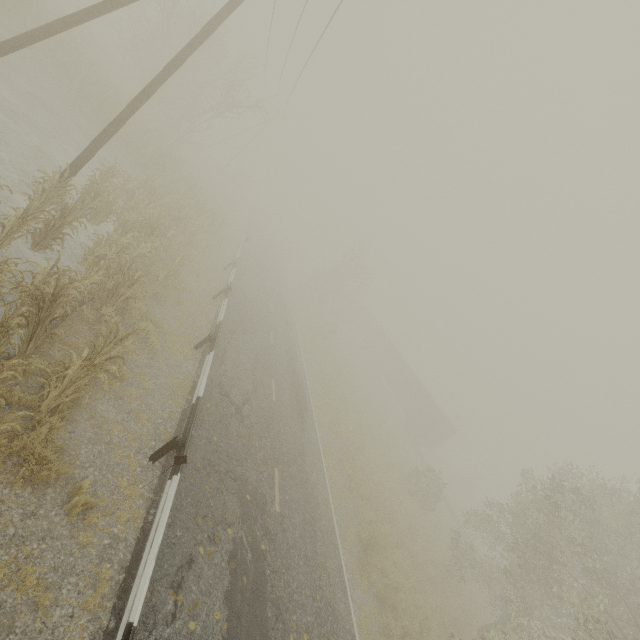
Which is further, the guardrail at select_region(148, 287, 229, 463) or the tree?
the tree

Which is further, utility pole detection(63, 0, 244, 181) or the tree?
the tree

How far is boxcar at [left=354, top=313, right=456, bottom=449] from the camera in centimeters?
3706cm

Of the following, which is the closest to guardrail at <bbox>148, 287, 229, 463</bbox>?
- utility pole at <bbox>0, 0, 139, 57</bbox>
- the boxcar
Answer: utility pole at <bbox>0, 0, 139, 57</bbox>

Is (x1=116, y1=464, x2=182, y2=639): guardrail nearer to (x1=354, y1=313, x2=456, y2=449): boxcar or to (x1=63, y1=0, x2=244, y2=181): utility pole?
(x1=63, y1=0, x2=244, y2=181): utility pole

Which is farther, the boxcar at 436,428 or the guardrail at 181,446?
the boxcar at 436,428

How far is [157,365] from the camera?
9.6m

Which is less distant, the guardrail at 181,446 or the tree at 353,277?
the guardrail at 181,446
